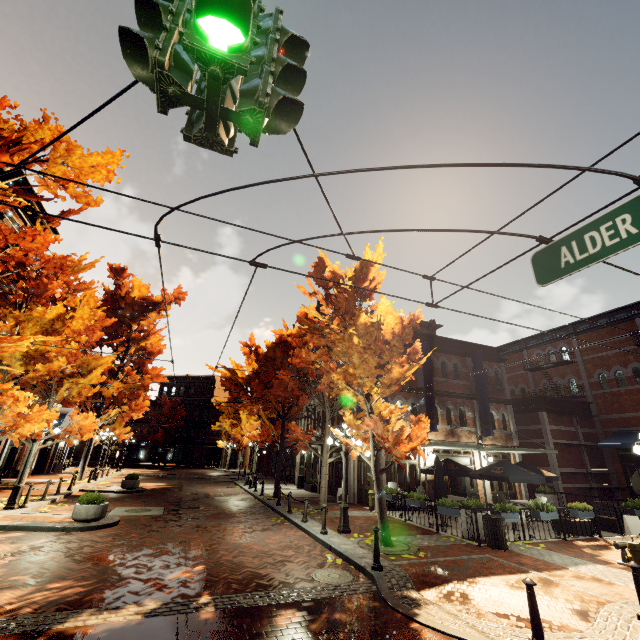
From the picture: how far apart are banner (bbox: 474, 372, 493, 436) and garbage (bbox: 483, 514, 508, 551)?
8.9 meters

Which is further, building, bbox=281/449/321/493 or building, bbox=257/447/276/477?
building, bbox=257/447/276/477

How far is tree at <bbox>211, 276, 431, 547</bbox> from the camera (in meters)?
9.98

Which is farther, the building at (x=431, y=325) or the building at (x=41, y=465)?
the building at (x=431, y=325)

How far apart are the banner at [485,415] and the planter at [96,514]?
18.8m

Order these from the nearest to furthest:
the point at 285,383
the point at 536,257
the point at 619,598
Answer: the point at 536,257, the point at 619,598, the point at 285,383

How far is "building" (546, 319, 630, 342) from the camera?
22.1 meters

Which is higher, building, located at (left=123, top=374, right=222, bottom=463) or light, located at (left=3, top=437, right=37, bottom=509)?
building, located at (left=123, top=374, right=222, bottom=463)
